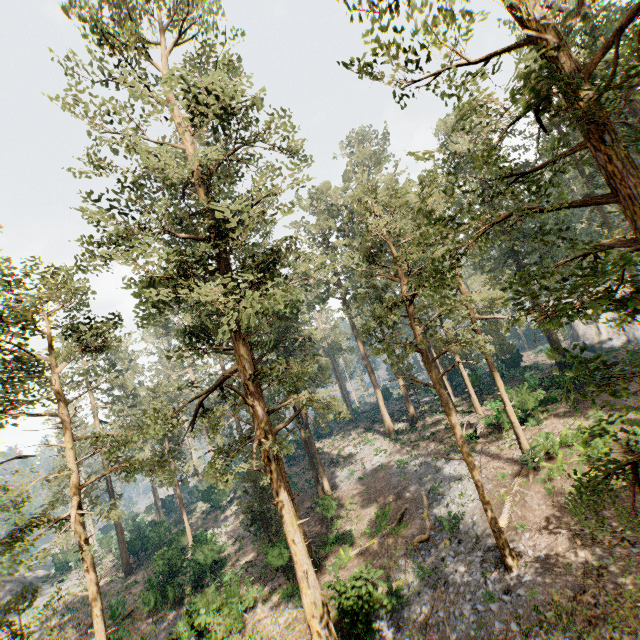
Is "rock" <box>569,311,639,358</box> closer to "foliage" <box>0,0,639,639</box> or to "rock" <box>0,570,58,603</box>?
"foliage" <box>0,0,639,639</box>

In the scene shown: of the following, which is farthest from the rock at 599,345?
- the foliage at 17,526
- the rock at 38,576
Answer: the rock at 38,576

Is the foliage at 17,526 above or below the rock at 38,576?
above

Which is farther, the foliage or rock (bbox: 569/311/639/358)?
rock (bbox: 569/311/639/358)

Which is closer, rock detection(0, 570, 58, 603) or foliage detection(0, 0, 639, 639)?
foliage detection(0, 0, 639, 639)

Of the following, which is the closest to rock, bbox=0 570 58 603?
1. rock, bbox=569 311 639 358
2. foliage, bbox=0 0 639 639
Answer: foliage, bbox=0 0 639 639

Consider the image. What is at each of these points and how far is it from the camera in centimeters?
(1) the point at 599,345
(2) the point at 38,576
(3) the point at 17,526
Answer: (1) rock, 4200cm
(2) rock, 4631cm
(3) foliage, 1433cm
